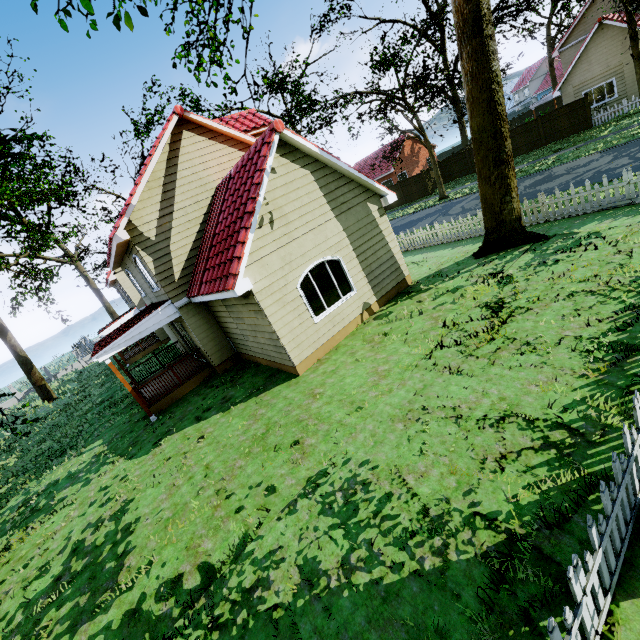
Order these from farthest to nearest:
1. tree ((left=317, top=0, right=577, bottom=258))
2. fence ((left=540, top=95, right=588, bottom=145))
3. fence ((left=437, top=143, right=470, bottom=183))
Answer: fence ((left=437, top=143, right=470, bottom=183)) < fence ((left=540, top=95, right=588, bottom=145)) < tree ((left=317, top=0, right=577, bottom=258))

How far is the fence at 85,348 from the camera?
36.3m

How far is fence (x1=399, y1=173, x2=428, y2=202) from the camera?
32.34m

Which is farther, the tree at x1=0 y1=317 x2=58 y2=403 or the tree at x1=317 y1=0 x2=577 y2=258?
the tree at x1=0 y1=317 x2=58 y2=403

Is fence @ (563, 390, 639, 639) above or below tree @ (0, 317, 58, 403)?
below

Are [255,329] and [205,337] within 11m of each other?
yes
